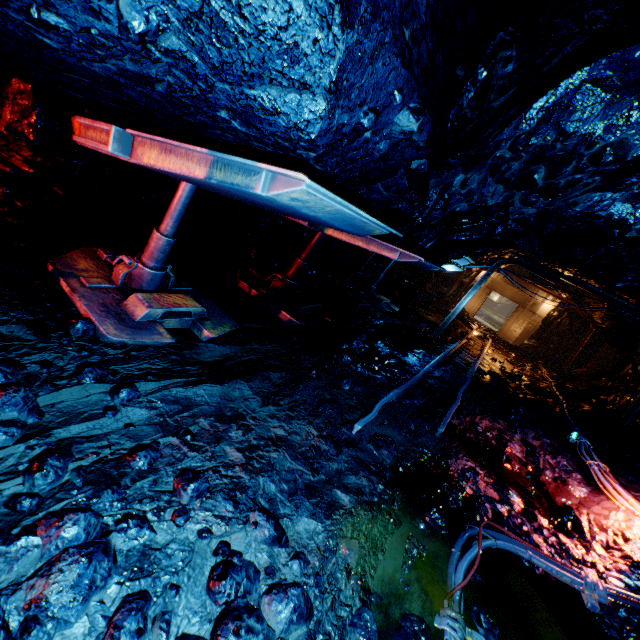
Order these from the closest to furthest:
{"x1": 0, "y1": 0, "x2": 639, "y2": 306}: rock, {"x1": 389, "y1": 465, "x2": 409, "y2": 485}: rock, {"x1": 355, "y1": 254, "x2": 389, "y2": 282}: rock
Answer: {"x1": 0, "y1": 0, "x2": 639, "y2": 306}: rock → {"x1": 389, "y1": 465, "x2": 409, "y2": 485}: rock → {"x1": 355, "y1": 254, "x2": 389, "y2": 282}: rock

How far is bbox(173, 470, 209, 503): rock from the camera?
2.23m

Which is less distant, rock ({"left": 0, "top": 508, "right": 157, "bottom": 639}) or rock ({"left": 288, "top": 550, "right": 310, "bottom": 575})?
rock ({"left": 0, "top": 508, "right": 157, "bottom": 639})

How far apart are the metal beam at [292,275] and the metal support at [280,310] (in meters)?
0.02

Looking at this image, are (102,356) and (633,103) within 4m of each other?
no

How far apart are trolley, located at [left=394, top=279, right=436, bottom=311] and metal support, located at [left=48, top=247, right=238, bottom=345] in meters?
10.9 m

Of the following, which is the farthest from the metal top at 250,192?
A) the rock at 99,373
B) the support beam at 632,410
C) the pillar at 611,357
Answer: the pillar at 611,357

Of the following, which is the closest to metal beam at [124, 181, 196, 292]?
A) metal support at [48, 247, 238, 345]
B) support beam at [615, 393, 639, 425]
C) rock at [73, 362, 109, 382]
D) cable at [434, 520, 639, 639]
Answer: metal support at [48, 247, 238, 345]
